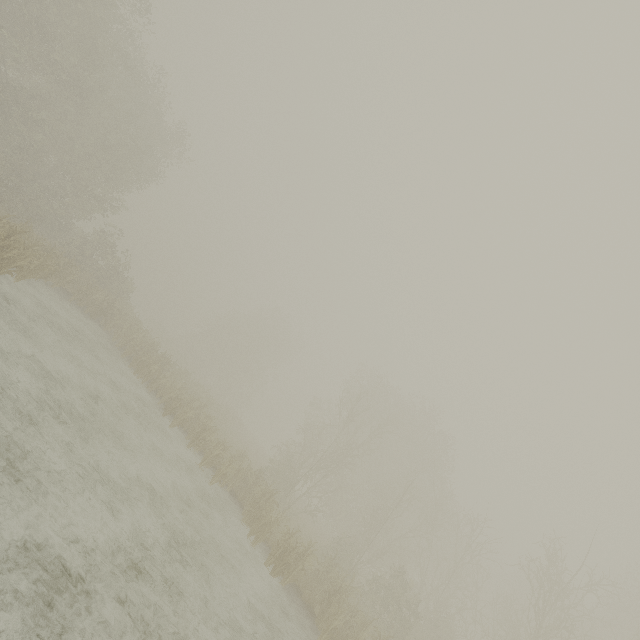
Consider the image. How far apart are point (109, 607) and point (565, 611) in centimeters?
5832cm
